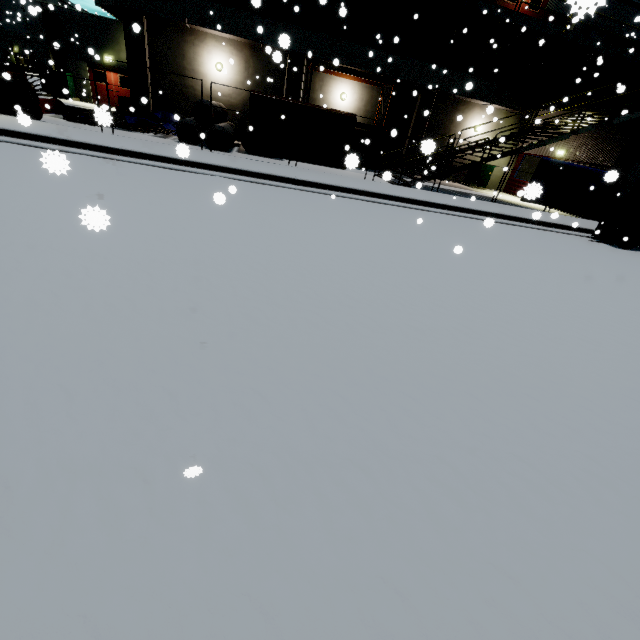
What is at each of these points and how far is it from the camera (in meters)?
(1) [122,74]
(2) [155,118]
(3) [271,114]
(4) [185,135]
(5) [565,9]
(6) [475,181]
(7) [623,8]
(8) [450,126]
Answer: (1) door, 22.70
(2) tarp, 15.57
(3) tarp, 11.41
(4) concrete pipe, 14.30
(5) building, 18.19
(6) electrical box, 21.38
(7) building, 18.61
(8) building, 20.52

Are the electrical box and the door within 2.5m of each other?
no

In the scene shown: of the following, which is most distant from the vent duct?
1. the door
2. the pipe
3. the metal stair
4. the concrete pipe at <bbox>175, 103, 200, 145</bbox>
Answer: the pipe

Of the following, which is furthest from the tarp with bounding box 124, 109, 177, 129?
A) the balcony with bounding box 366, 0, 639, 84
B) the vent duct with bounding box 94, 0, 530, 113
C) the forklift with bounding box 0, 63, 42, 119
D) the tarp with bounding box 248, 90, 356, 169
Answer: the balcony with bounding box 366, 0, 639, 84

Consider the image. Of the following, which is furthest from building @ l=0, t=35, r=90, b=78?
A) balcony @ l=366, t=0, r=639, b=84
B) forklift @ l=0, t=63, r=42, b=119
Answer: forklift @ l=0, t=63, r=42, b=119

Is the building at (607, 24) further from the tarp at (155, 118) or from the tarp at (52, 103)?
the tarp at (52, 103)

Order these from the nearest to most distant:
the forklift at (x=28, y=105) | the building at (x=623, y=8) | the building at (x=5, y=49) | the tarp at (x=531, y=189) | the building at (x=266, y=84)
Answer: the building at (x=623, y=8)
the forklift at (x=28, y=105)
the tarp at (x=531, y=189)
the building at (x=266, y=84)
the building at (x=5, y=49)

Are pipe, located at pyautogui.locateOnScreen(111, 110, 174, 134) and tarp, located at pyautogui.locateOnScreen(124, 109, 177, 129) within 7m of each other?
yes
